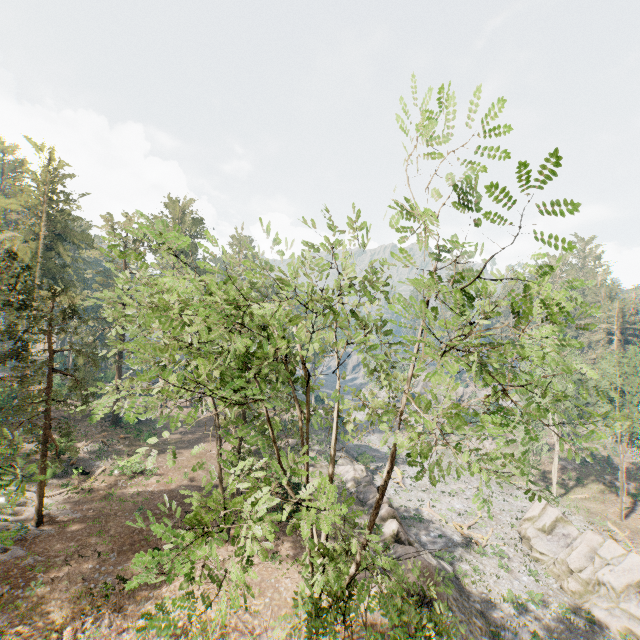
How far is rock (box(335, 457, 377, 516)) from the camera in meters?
29.3

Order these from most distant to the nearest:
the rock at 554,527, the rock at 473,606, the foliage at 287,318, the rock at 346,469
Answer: the rock at 346,469, the rock at 554,527, the rock at 473,606, the foliage at 287,318

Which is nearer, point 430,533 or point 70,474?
point 70,474

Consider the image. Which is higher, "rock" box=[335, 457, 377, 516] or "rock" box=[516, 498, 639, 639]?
"rock" box=[335, 457, 377, 516]

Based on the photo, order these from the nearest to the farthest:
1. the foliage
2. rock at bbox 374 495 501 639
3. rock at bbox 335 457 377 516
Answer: the foliage → rock at bbox 374 495 501 639 → rock at bbox 335 457 377 516

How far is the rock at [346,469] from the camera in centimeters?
2927cm

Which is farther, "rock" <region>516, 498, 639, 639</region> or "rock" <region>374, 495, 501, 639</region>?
"rock" <region>516, 498, 639, 639</region>
